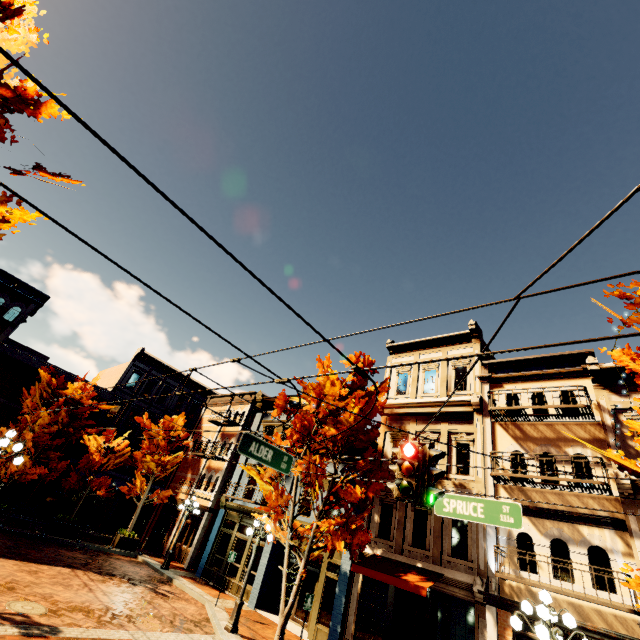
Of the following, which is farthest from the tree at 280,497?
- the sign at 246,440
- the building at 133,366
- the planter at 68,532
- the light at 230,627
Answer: the building at 133,366

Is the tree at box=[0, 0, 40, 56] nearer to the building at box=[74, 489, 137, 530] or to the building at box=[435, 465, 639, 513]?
the building at box=[435, 465, 639, 513]

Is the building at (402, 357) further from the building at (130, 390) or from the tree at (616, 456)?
the building at (130, 390)

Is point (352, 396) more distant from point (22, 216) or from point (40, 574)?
point (40, 574)

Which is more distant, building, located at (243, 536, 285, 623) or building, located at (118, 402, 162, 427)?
building, located at (118, 402, 162, 427)

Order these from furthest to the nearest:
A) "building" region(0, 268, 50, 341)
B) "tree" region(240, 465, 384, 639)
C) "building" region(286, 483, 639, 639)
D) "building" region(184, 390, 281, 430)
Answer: "building" region(184, 390, 281, 430)
"building" region(0, 268, 50, 341)
"tree" region(240, 465, 384, 639)
"building" region(286, 483, 639, 639)

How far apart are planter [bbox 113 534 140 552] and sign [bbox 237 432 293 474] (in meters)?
18.17

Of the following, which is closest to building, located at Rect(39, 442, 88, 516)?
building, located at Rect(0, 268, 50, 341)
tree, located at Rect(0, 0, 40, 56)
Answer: tree, located at Rect(0, 0, 40, 56)
